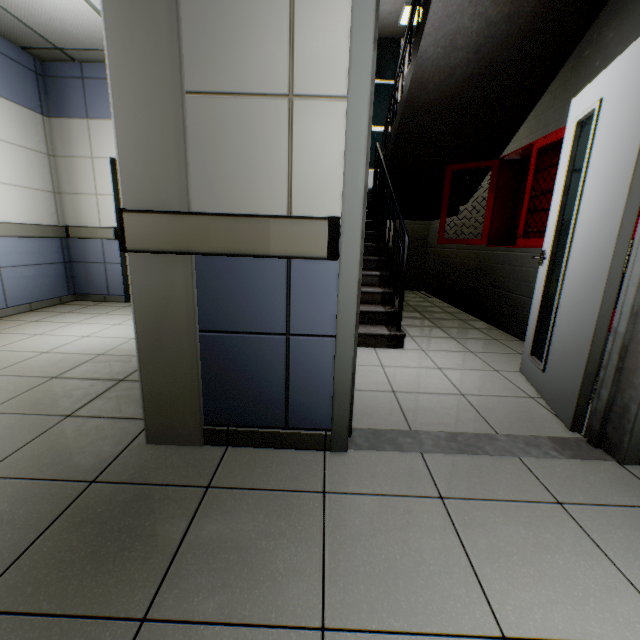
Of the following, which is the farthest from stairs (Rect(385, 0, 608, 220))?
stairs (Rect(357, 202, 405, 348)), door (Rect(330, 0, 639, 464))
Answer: door (Rect(330, 0, 639, 464))

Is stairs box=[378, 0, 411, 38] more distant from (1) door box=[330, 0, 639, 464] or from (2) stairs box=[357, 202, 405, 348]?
(1) door box=[330, 0, 639, 464]

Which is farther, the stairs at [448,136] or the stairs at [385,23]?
the stairs at [385,23]

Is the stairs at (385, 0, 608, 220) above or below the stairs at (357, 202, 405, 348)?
above

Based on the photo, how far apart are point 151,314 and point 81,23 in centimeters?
425cm

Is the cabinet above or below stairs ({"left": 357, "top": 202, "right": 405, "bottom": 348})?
above

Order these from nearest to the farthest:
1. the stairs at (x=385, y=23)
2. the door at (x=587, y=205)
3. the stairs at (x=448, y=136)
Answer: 1. the door at (x=587, y=205)
2. the stairs at (x=448, y=136)
3. the stairs at (x=385, y=23)

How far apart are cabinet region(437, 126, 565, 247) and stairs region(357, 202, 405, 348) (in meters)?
0.69
